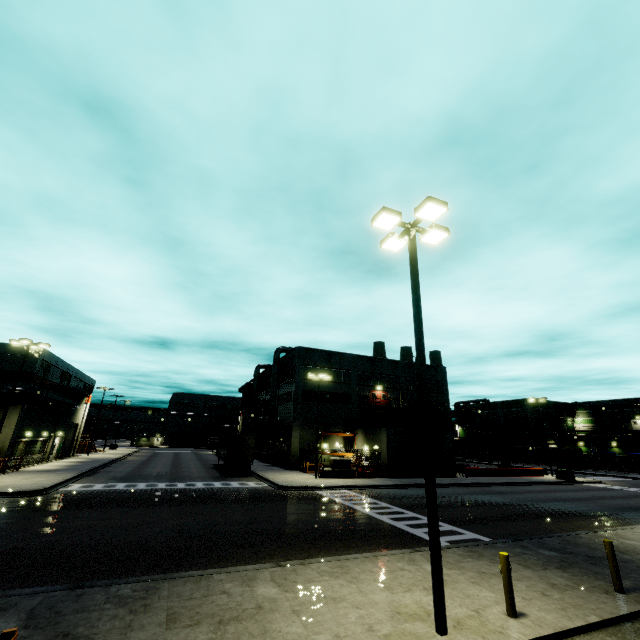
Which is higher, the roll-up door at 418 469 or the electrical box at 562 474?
the roll-up door at 418 469

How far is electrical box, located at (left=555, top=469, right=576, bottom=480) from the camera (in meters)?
37.38

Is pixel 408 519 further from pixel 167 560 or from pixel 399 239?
pixel 399 239

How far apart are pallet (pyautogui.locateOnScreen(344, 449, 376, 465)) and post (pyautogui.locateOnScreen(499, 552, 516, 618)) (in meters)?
28.04

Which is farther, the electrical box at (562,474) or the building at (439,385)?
the building at (439,385)

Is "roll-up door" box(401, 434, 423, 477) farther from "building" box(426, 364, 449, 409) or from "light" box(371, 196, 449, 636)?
"light" box(371, 196, 449, 636)

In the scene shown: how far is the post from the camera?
7.2 meters

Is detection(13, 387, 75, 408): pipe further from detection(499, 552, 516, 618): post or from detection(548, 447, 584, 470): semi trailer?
detection(499, 552, 516, 618): post
